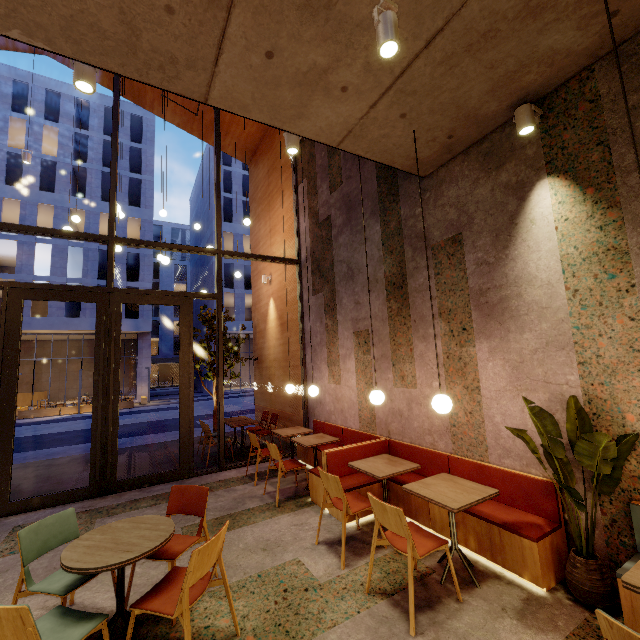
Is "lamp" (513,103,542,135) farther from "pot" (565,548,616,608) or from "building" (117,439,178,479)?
"pot" (565,548,616,608)

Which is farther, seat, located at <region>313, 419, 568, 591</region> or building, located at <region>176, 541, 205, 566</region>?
building, located at <region>176, 541, 205, 566</region>

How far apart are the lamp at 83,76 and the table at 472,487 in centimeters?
476cm

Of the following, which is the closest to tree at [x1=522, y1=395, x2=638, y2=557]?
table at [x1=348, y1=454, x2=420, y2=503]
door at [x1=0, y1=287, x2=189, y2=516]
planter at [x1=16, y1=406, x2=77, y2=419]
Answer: table at [x1=348, y1=454, x2=420, y2=503]

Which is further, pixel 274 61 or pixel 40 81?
pixel 40 81

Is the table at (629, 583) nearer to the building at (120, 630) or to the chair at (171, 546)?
the building at (120, 630)

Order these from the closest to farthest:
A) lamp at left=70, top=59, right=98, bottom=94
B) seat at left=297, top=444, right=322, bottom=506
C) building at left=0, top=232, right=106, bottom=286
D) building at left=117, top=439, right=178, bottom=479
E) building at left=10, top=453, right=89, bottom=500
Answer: lamp at left=70, top=59, right=98, bottom=94
seat at left=297, top=444, right=322, bottom=506
building at left=10, top=453, right=89, bottom=500
building at left=117, top=439, right=178, bottom=479
building at left=0, top=232, right=106, bottom=286

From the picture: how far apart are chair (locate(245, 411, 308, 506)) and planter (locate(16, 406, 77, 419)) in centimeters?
→ 2127cm
